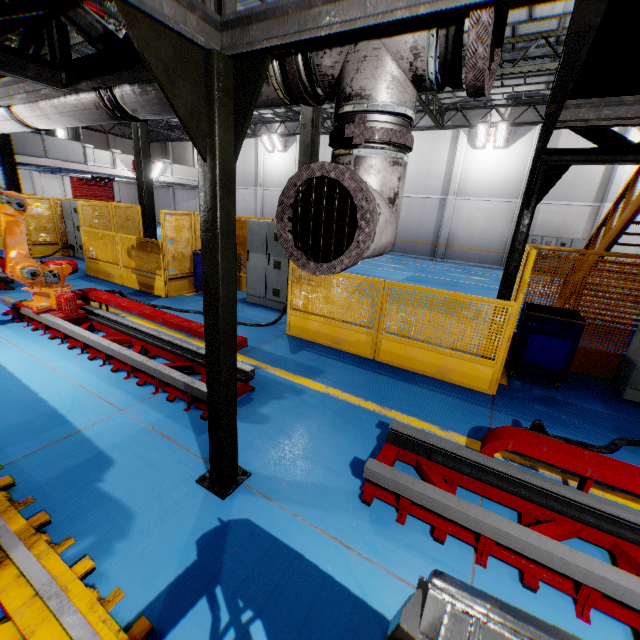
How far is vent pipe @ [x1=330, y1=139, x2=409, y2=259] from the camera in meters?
1.8 m

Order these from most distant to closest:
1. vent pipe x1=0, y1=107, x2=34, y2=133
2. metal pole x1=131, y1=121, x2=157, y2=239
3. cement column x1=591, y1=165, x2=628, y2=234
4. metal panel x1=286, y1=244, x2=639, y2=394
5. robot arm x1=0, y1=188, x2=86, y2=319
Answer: cement column x1=591, y1=165, x2=628, y2=234
metal pole x1=131, y1=121, x2=157, y2=239
robot arm x1=0, y1=188, x2=86, y2=319
metal panel x1=286, y1=244, x2=639, y2=394
vent pipe x1=0, y1=107, x2=34, y2=133

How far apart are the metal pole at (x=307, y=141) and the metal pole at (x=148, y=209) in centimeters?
603cm

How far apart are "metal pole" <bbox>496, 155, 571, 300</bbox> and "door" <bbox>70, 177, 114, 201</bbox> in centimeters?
3696cm

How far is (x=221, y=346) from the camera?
2.54m

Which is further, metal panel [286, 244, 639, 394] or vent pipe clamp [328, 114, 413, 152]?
metal panel [286, 244, 639, 394]

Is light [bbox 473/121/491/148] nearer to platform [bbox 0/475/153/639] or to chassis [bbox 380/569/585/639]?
chassis [bbox 380/569/585/639]

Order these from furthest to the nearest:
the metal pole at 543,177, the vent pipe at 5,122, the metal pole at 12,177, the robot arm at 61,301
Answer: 1. the metal pole at 12,177
2. the robot arm at 61,301
3. the metal pole at 543,177
4. the vent pipe at 5,122
